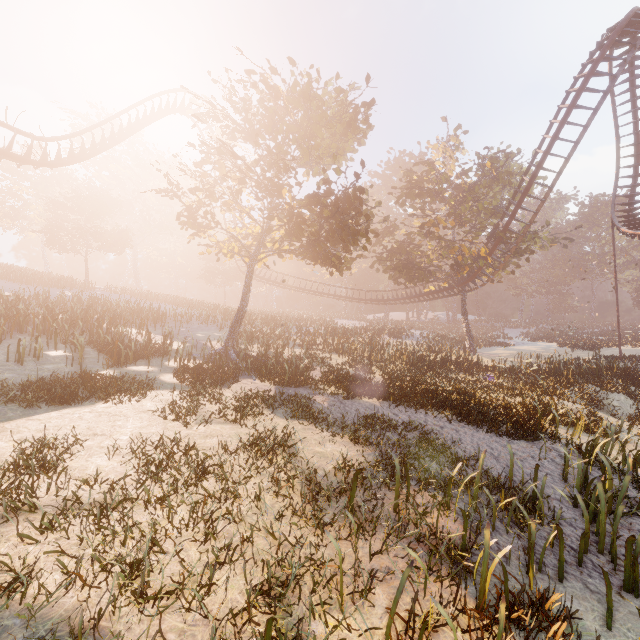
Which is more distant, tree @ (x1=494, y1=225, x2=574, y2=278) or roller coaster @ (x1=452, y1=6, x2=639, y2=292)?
tree @ (x1=494, y1=225, x2=574, y2=278)

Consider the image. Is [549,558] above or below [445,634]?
below

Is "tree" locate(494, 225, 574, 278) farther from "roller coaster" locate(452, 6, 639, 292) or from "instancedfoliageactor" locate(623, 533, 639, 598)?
"instancedfoliageactor" locate(623, 533, 639, 598)

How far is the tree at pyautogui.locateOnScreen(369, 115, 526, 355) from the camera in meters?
26.3

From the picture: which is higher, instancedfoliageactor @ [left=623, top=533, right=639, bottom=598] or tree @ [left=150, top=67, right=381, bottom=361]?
tree @ [left=150, top=67, right=381, bottom=361]

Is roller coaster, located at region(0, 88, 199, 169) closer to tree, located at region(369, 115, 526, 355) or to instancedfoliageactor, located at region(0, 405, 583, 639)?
tree, located at region(369, 115, 526, 355)

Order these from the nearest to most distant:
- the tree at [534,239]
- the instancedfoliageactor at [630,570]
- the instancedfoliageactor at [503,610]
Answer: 1. the instancedfoliageactor at [503,610]
2. the instancedfoliageactor at [630,570]
3. the tree at [534,239]

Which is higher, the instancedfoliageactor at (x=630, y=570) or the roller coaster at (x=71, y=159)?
the roller coaster at (x=71, y=159)
